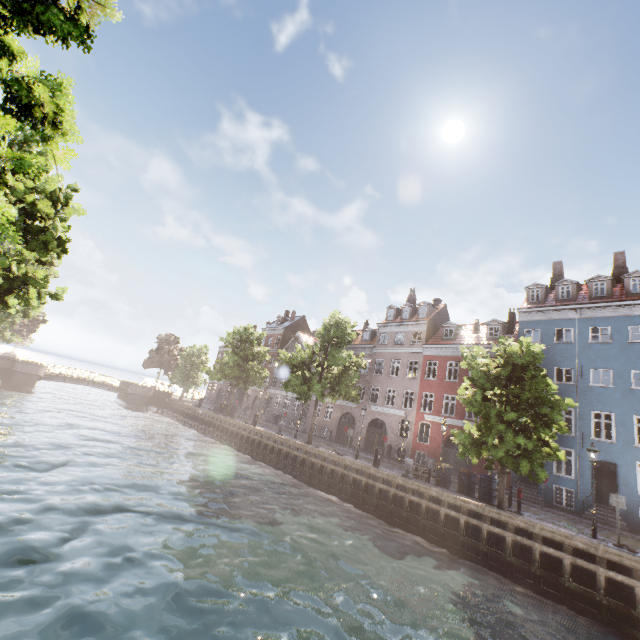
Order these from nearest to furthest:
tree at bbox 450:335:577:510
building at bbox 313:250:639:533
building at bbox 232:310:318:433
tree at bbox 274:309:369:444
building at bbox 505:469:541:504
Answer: tree at bbox 450:335:577:510 < building at bbox 313:250:639:533 < building at bbox 505:469:541:504 < tree at bbox 274:309:369:444 < building at bbox 232:310:318:433

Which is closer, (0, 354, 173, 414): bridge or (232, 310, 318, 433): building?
(0, 354, 173, 414): bridge

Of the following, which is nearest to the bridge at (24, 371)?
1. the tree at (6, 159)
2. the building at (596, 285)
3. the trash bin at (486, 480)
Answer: the tree at (6, 159)

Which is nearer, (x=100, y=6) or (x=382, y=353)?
(x=100, y=6)

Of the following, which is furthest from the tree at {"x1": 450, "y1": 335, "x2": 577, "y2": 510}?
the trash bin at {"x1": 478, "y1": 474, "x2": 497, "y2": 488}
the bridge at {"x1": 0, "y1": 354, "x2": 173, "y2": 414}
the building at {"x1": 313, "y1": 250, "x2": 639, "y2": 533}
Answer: the building at {"x1": 313, "y1": 250, "x2": 639, "y2": 533}

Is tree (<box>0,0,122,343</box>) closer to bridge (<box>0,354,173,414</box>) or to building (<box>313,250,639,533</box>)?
bridge (<box>0,354,173,414</box>)

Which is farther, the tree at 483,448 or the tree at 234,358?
the tree at 234,358
